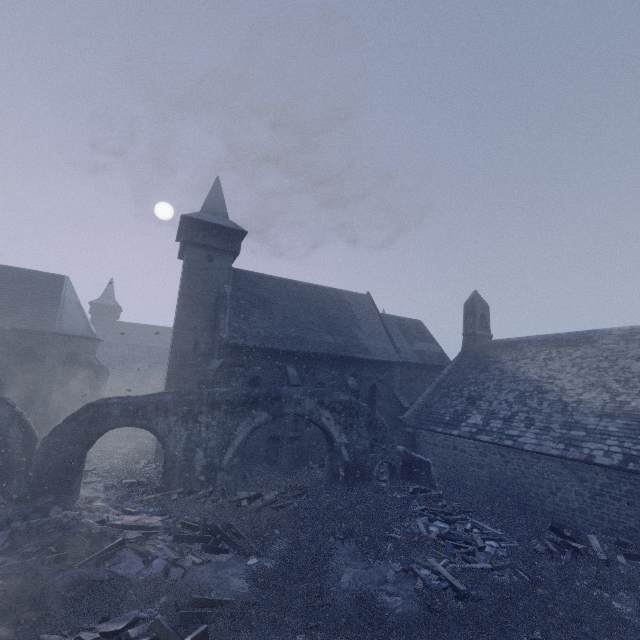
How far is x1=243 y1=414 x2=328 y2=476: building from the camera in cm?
1816

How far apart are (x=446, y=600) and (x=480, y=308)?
21.22m

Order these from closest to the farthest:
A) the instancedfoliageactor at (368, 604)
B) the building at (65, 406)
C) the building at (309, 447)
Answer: the instancedfoliageactor at (368, 604) → the building at (65, 406) → the building at (309, 447)

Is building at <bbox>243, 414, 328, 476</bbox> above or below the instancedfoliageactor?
above

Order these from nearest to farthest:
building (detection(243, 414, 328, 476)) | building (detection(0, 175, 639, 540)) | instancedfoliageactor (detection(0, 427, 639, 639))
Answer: instancedfoliageactor (detection(0, 427, 639, 639)), building (detection(0, 175, 639, 540)), building (detection(243, 414, 328, 476))

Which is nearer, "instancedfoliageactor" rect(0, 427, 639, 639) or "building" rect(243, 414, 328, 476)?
"instancedfoliageactor" rect(0, 427, 639, 639)

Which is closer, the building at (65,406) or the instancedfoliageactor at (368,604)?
the instancedfoliageactor at (368,604)
